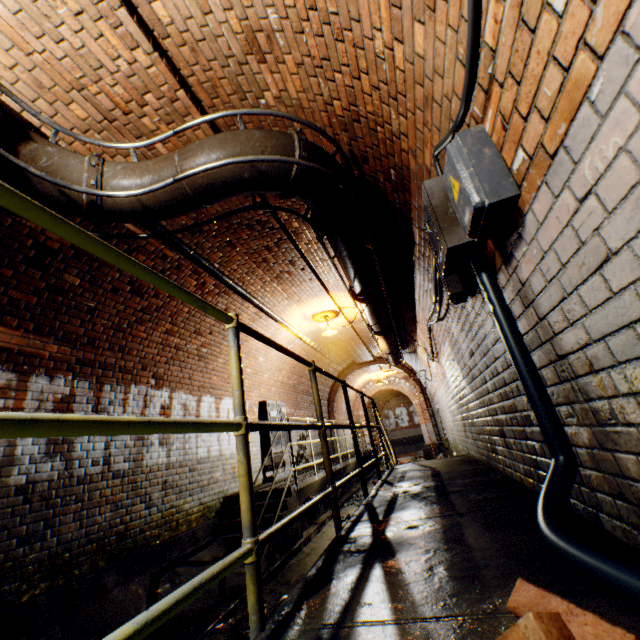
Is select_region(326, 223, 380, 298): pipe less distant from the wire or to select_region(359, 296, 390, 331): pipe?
select_region(359, 296, 390, 331): pipe

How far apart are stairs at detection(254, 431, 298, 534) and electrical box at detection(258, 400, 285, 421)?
1.5m

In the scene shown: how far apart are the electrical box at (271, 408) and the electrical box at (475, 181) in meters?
7.5

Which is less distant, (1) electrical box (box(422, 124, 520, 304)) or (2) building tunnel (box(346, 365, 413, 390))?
(1) electrical box (box(422, 124, 520, 304))

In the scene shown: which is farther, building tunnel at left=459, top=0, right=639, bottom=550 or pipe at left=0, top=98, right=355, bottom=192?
pipe at left=0, top=98, right=355, bottom=192

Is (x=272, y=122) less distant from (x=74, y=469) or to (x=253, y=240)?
(x=253, y=240)

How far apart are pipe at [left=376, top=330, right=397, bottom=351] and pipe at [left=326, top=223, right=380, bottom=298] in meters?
2.2

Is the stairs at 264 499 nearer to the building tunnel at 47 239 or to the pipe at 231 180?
the building tunnel at 47 239
